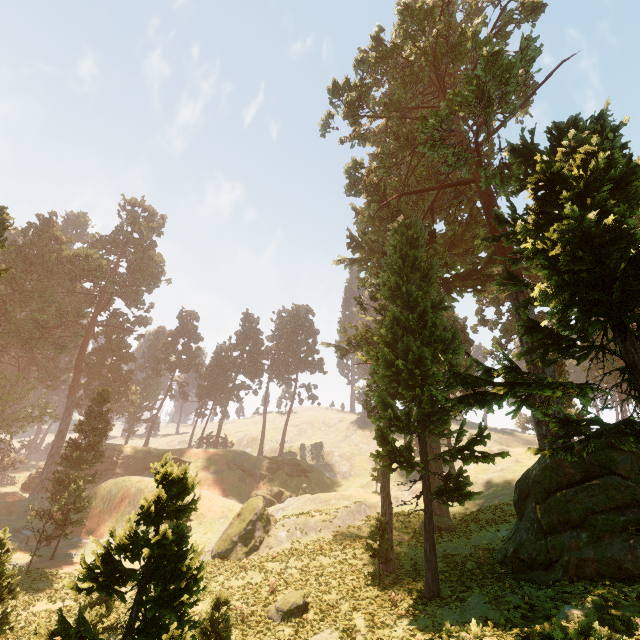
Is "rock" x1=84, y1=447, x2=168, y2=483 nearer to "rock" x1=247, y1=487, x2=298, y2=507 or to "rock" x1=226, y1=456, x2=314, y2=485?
"rock" x1=226, y1=456, x2=314, y2=485

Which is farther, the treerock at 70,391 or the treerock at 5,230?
the treerock at 70,391

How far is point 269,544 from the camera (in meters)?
28.14

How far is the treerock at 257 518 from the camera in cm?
2775

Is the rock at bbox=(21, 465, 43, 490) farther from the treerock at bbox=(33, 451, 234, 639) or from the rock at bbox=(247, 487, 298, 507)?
the rock at bbox=(247, 487, 298, 507)

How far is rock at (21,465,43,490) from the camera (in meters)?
52.91

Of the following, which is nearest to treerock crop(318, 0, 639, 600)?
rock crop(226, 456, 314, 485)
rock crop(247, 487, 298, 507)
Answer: rock crop(226, 456, 314, 485)

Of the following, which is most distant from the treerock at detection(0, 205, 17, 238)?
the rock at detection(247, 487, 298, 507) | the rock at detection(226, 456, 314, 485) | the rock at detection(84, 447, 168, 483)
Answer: the rock at detection(247, 487, 298, 507)
